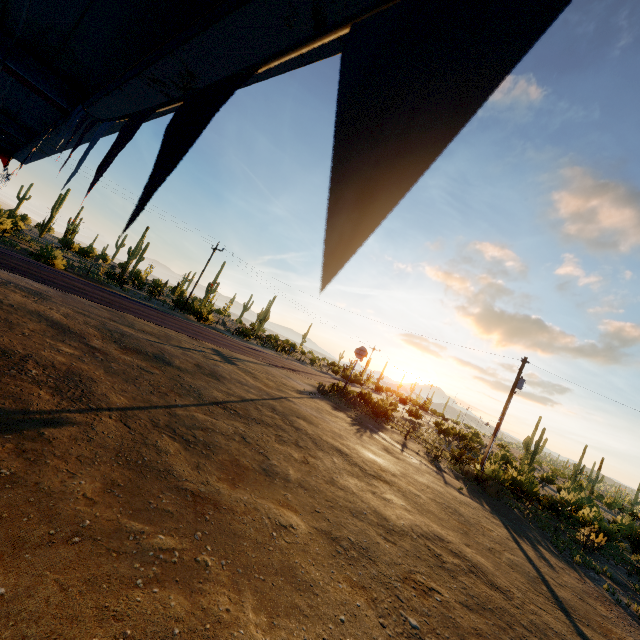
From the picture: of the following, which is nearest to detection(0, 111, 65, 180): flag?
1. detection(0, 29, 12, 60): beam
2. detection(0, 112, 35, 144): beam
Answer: detection(0, 29, 12, 60): beam

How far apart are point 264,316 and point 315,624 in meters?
51.0 m

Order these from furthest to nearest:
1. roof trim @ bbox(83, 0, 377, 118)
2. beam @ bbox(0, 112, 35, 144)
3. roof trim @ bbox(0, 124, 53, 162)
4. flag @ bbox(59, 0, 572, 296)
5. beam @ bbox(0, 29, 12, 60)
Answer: beam @ bbox(0, 112, 35, 144) → roof trim @ bbox(0, 124, 53, 162) → beam @ bbox(0, 29, 12, 60) → roof trim @ bbox(83, 0, 377, 118) → flag @ bbox(59, 0, 572, 296)

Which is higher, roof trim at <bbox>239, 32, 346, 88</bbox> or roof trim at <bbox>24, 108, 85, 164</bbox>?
roof trim at <bbox>24, 108, 85, 164</bbox>

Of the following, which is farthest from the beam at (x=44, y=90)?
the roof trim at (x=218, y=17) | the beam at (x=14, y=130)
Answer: the beam at (x=14, y=130)

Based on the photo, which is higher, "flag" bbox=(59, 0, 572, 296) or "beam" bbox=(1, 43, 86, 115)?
"beam" bbox=(1, 43, 86, 115)

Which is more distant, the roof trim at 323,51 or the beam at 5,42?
the beam at 5,42

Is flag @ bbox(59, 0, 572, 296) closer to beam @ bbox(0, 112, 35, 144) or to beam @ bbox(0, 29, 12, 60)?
beam @ bbox(0, 29, 12, 60)
